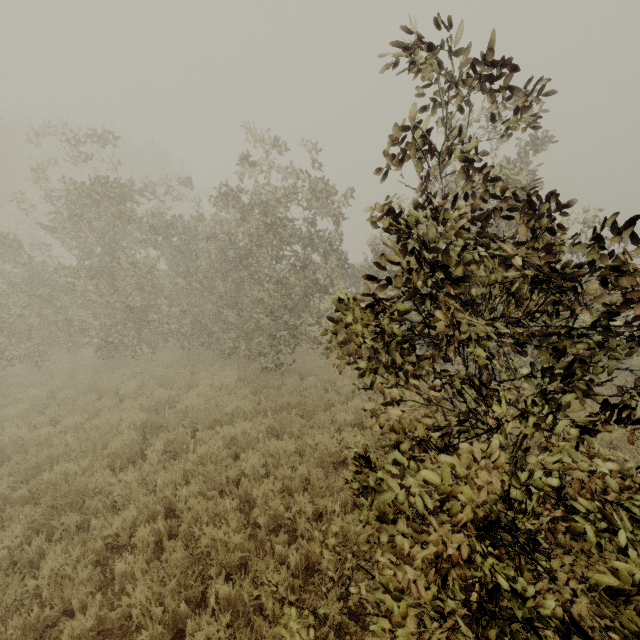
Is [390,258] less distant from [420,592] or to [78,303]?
[420,592]
